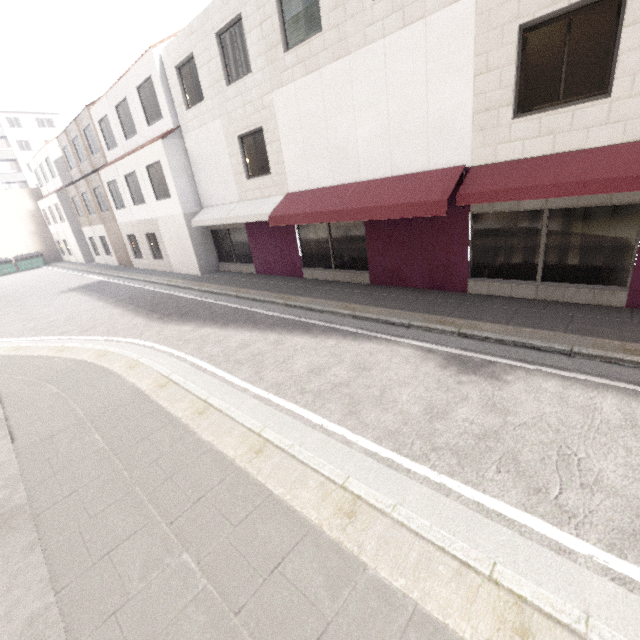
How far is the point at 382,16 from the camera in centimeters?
723cm

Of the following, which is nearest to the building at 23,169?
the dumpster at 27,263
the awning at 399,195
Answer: the dumpster at 27,263

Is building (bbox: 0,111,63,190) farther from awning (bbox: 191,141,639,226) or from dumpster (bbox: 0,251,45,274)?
awning (bbox: 191,141,639,226)

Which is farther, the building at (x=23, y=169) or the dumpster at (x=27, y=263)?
the building at (x=23, y=169)

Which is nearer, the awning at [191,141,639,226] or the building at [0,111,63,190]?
the awning at [191,141,639,226]

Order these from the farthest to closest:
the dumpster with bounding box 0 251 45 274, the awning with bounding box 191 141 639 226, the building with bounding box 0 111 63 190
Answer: the building with bounding box 0 111 63 190 → the dumpster with bounding box 0 251 45 274 → the awning with bounding box 191 141 639 226

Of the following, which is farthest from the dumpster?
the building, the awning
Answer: the awning
